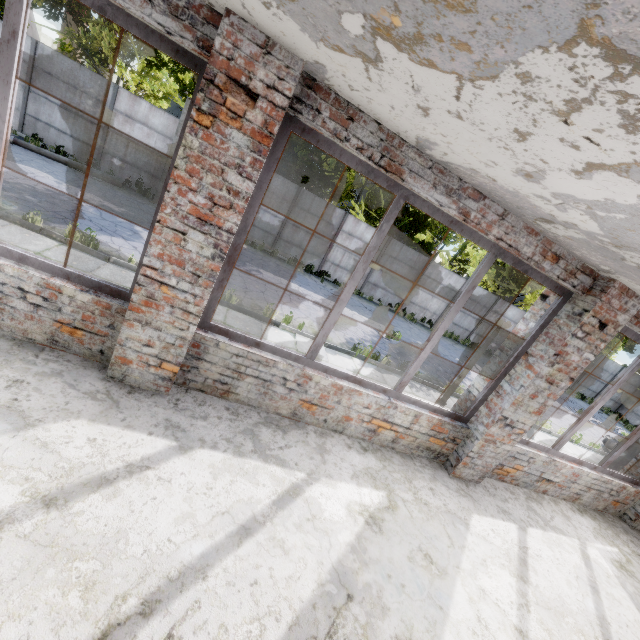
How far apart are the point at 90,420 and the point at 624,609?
6.3 meters
